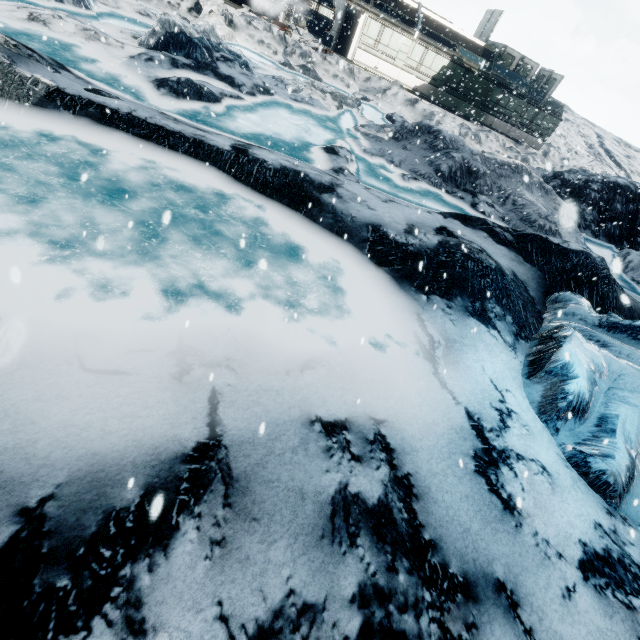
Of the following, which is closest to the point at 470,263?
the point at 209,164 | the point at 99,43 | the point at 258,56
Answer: the point at 209,164
